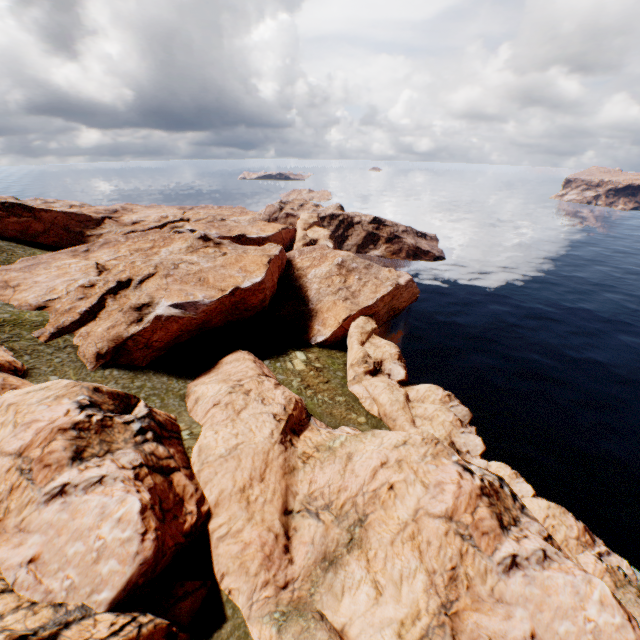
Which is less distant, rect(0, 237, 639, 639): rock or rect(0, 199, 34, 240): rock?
rect(0, 237, 639, 639): rock

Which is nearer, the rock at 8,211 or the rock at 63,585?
the rock at 63,585

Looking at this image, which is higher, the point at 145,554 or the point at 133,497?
the point at 133,497

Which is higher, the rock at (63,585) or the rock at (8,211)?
the rock at (8,211)

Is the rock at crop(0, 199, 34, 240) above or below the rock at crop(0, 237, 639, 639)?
above
